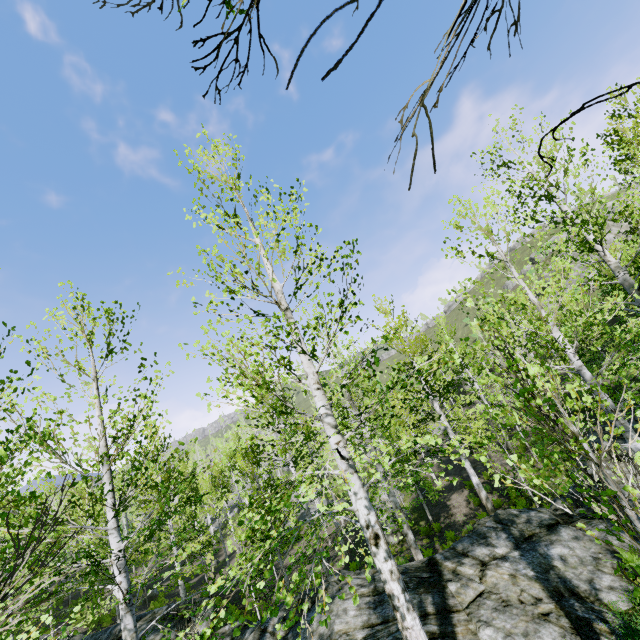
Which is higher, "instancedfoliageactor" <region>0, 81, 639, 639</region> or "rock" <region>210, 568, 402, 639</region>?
"instancedfoliageactor" <region>0, 81, 639, 639</region>

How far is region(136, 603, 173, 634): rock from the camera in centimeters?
1017cm

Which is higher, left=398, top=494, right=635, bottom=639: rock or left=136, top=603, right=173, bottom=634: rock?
left=136, top=603, right=173, bottom=634: rock

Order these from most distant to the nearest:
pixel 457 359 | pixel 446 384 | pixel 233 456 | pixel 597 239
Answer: pixel 457 359, pixel 446 384, pixel 597 239, pixel 233 456

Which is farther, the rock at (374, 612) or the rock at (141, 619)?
the rock at (141, 619)

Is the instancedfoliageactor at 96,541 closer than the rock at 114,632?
Yes

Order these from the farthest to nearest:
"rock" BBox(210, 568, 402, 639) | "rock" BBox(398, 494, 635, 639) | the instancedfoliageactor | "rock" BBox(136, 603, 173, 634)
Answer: "rock" BBox(136, 603, 173, 634), "rock" BBox(210, 568, 402, 639), "rock" BBox(398, 494, 635, 639), the instancedfoliageactor
